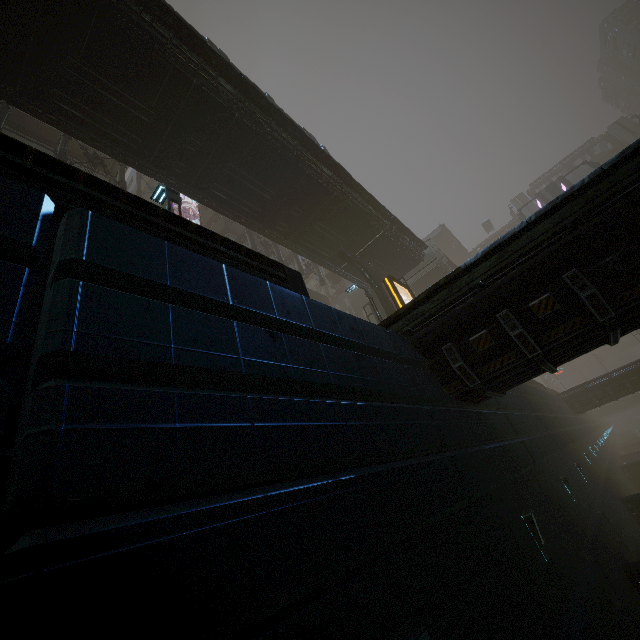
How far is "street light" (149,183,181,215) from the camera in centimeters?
930cm

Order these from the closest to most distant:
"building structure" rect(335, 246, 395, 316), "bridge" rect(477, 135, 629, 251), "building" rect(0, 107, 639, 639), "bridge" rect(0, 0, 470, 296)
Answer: "building" rect(0, 107, 639, 639)
"bridge" rect(0, 0, 470, 296)
"building structure" rect(335, 246, 395, 316)
"bridge" rect(477, 135, 629, 251)

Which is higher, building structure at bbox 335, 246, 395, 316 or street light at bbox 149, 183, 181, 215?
building structure at bbox 335, 246, 395, 316

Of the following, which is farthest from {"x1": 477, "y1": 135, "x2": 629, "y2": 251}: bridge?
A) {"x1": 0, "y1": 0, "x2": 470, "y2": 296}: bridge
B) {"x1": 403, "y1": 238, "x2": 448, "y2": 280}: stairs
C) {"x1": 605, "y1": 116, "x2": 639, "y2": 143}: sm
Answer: {"x1": 0, "y1": 0, "x2": 470, "y2": 296}: bridge

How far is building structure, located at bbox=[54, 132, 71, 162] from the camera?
15.8m

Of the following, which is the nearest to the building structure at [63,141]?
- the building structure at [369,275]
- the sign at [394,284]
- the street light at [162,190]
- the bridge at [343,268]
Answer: the bridge at [343,268]

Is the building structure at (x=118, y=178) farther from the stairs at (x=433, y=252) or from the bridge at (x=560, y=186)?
the bridge at (x=560, y=186)

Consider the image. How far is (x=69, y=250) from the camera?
2.8m
